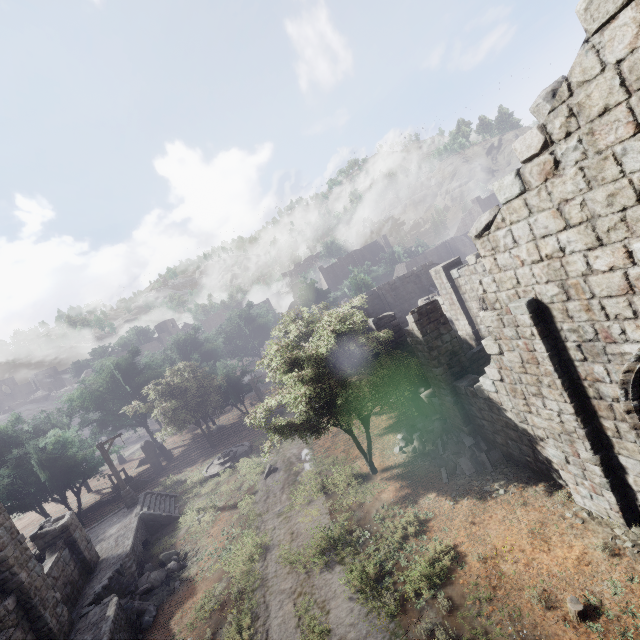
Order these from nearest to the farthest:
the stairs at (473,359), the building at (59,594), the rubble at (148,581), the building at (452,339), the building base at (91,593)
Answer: the building at (452,339) → the building at (59,594) → the building base at (91,593) → the rubble at (148,581) → the stairs at (473,359)

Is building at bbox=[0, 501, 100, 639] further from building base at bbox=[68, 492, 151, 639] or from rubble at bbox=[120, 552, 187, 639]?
rubble at bbox=[120, 552, 187, 639]

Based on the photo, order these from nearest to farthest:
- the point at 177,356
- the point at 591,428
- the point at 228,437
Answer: the point at 591,428
the point at 228,437
the point at 177,356

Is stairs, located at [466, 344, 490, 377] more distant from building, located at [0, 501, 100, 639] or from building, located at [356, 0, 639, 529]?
building, located at [0, 501, 100, 639]

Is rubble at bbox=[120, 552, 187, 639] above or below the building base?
below

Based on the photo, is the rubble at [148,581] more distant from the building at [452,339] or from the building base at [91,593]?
the building at [452,339]

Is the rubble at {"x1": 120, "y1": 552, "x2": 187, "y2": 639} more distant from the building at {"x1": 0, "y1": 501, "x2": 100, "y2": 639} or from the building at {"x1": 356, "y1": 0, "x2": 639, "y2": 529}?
the building at {"x1": 356, "y1": 0, "x2": 639, "y2": 529}

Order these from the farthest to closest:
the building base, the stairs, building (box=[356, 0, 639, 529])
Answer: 1. the stairs
2. the building base
3. building (box=[356, 0, 639, 529])
